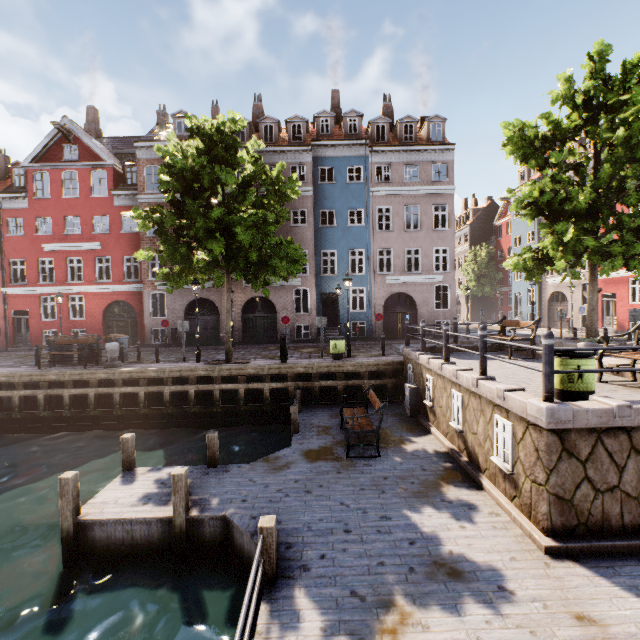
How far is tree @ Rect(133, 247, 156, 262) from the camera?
12.48m

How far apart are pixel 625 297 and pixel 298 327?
24.1m

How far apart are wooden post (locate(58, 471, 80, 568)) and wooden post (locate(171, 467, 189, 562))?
1.9m

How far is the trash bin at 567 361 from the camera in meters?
5.6

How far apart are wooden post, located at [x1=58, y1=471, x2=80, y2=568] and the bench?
5.7 meters

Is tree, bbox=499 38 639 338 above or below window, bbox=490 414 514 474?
above

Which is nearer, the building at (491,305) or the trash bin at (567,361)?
the trash bin at (567,361)
